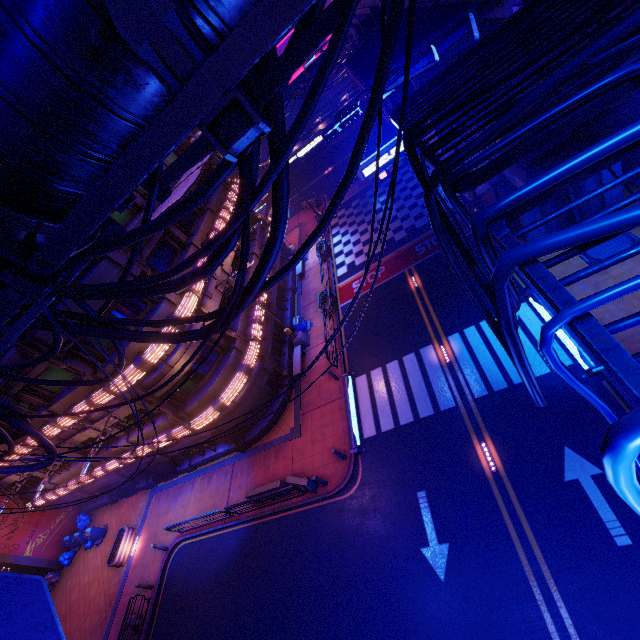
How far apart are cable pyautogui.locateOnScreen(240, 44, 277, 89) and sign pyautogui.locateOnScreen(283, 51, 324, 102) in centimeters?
2845cm

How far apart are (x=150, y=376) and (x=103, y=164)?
15.7m

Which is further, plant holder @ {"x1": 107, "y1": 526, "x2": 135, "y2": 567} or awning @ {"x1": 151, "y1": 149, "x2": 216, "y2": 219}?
plant holder @ {"x1": 107, "y1": 526, "x2": 135, "y2": 567}

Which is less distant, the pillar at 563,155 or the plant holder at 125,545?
the pillar at 563,155

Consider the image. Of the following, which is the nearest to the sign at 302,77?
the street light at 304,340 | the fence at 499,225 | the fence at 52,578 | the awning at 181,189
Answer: the awning at 181,189

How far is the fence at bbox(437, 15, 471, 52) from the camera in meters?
5.0 m

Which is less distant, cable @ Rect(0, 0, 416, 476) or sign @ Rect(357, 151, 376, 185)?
cable @ Rect(0, 0, 416, 476)

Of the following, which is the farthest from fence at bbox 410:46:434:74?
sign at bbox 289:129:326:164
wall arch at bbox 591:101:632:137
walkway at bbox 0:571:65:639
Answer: sign at bbox 289:129:326:164
